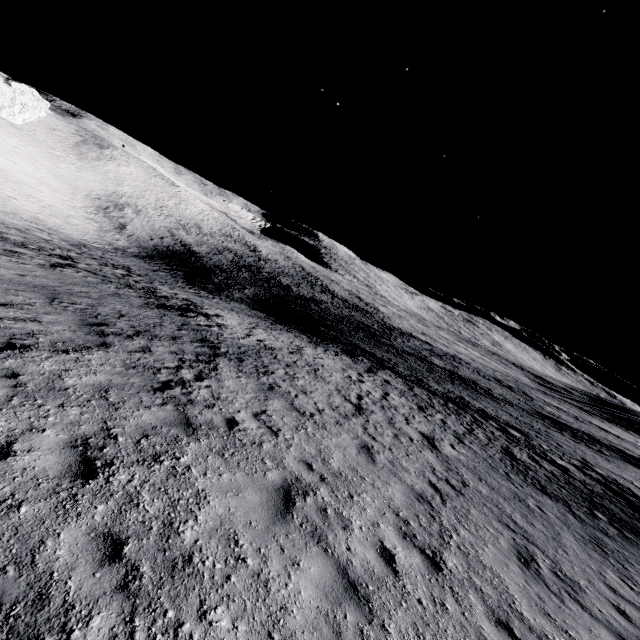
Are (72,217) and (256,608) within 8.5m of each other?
no
